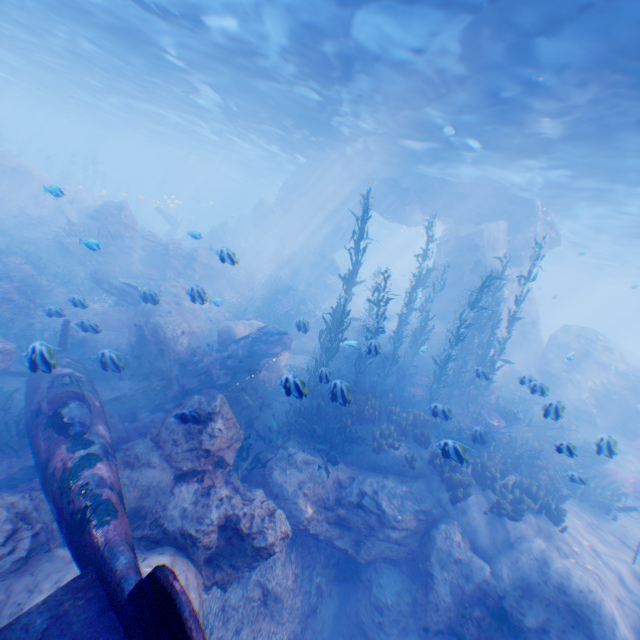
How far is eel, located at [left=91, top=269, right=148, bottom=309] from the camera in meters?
14.1

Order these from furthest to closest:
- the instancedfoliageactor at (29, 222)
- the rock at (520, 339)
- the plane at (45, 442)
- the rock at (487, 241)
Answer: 1. the instancedfoliageactor at (29, 222)
2. the rock at (520, 339)
3. the rock at (487, 241)
4. the plane at (45, 442)

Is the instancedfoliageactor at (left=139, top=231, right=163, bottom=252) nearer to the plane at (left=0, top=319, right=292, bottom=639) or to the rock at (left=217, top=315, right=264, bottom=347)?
the rock at (left=217, top=315, right=264, bottom=347)

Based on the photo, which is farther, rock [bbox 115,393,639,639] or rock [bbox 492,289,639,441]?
rock [bbox 492,289,639,441]

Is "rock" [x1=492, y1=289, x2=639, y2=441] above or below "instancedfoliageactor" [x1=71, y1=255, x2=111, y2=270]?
above

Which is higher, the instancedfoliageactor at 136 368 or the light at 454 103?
the light at 454 103

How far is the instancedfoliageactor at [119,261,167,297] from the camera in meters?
18.7

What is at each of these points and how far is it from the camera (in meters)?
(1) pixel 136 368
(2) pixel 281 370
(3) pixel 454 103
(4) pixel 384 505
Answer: (1) instancedfoliageactor, 10.64
(2) rock, 12.97
(3) light, 12.86
(4) rock, 8.53
